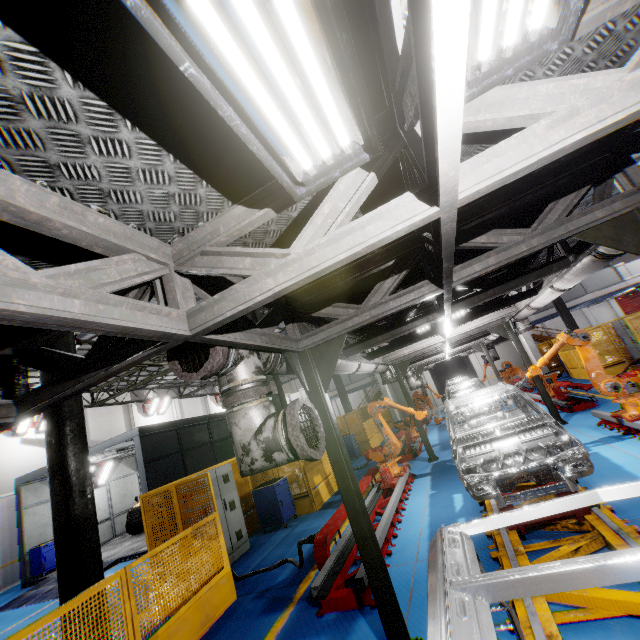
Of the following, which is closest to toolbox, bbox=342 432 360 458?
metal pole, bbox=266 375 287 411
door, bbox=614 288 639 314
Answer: metal pole, bbox=266 375 287 411

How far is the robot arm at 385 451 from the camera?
8.6 meters

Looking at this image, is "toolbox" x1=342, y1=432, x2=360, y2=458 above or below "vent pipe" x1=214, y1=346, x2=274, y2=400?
below

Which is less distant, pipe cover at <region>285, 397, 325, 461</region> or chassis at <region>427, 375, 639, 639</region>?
chassis at <region>427, 375, 639, 639</region>

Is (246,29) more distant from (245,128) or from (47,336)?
(47,336)

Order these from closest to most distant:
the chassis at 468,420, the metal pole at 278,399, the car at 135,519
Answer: the chassis at 468,420, the metal pole at 278,399, the car at 135,519

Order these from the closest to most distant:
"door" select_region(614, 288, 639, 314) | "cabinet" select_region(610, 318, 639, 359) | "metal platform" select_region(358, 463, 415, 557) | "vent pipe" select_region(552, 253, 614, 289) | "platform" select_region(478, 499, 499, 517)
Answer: "vent pipe" select_region(552, 253, 614, 289)
"platform" select_region(478, 499, 499, 517)
"metal platform" select_region(358, 463, 415, 557)
"cabinet" select_region(610, 318, 639, 359)
"door" select_region(614, 288, 639, 314)

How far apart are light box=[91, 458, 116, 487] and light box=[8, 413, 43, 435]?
3.80m
